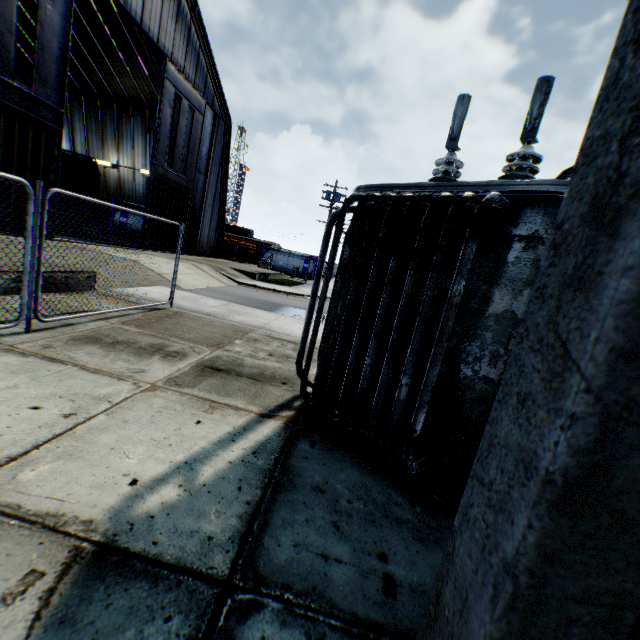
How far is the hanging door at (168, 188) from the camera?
18.2 meters

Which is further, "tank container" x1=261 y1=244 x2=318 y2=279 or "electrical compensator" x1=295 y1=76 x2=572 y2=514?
"tank container" x1=261 y1=244 x2=318 y2=279

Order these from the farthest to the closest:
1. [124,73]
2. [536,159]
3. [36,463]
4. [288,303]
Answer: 1. [124,73]
2. [288,303]
3. [536,159]
4. [36,463]

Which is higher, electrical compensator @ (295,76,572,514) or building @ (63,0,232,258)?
building @ (63,0,232,258)

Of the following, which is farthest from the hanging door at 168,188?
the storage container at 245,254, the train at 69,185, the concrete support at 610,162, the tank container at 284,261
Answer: the tank container at 284,261

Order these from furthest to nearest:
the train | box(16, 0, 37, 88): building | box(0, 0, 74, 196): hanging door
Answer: box(16, 0, 37, 88): building
the train
box(0, 0, 74, 196): hanging door

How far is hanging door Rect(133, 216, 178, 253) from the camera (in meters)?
18.98

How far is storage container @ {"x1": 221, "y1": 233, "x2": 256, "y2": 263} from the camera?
34.31m
